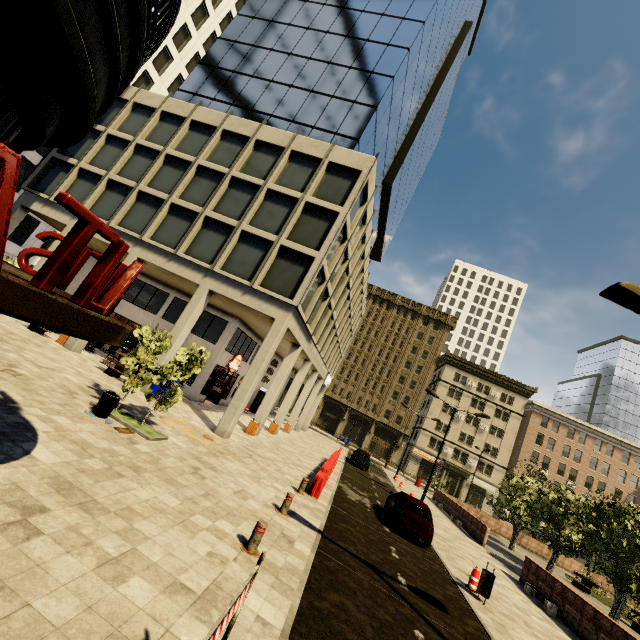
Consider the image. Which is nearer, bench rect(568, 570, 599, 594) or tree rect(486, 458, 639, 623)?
tree rect(486, 458, 639, 623)

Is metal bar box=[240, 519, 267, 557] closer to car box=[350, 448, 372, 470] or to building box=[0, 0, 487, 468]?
building box=[0, 0, 487, 468]

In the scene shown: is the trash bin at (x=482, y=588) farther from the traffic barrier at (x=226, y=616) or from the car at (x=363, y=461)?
the car at (x=363, y=461)

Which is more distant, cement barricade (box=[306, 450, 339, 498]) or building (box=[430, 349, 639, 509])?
building (box=[430, 349, 639, 509])

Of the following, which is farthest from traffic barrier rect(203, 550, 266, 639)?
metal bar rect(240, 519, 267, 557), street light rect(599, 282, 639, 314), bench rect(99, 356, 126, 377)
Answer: bench rect(99, 356, 126, 377)

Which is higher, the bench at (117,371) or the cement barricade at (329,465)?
the bench at (117,371)

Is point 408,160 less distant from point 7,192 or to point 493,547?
point 493,547

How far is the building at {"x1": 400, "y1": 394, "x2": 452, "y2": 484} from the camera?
52.5 meters
